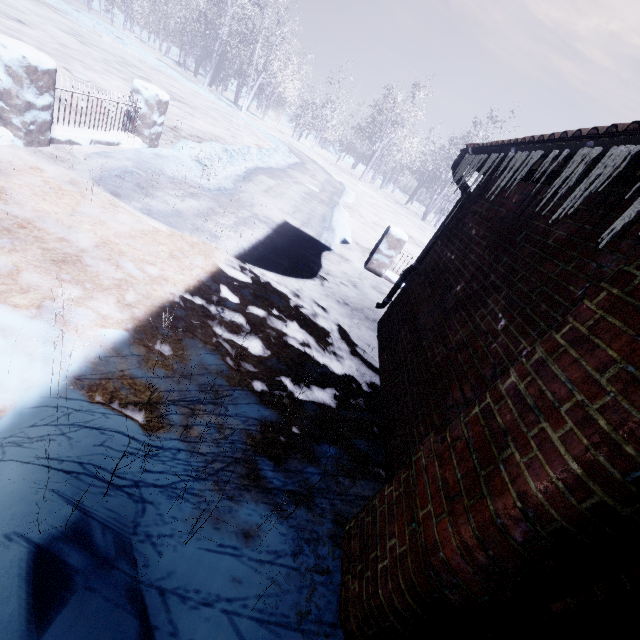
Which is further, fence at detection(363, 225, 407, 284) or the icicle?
fence at detection(363, 225, 407, 284)

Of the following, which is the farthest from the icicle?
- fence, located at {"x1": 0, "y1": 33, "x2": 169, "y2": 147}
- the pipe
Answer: fence, located at {"x1": 0, "y1": 33, "x2": 169, "y2": 147}

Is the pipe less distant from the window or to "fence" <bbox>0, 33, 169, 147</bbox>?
the window

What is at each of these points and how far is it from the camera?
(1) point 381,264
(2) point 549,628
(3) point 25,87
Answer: (1) fence, 6.3 meters
(2) pipe, 0.9 meters
(3) fence, 3.4 meters

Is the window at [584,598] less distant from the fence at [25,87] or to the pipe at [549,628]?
the pipe at [549,628]

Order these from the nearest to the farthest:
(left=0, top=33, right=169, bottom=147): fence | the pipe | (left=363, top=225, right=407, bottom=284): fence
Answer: the pipe, (left=0, top=33, right=169, bottom=147): fence, (left=363, top=225, right=407, bottom=284): fence

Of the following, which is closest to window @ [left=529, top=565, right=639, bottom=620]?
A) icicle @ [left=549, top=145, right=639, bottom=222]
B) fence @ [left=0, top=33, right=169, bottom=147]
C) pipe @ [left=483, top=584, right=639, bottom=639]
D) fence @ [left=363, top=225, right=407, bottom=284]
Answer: pipe @ [left=483, top=584, right=639, bottom=639]

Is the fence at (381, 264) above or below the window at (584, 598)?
below
